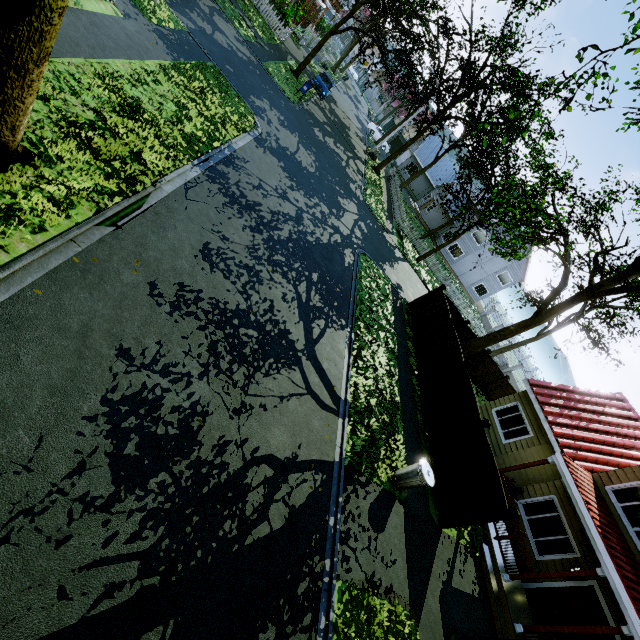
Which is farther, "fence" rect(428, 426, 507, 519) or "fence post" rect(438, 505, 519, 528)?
"fence" rect(428, 426, 507, 519)

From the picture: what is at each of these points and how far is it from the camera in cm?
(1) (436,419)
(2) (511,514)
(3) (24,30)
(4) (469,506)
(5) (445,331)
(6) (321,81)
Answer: (1) fence, 1218
(2) fence post, 862
(3) tree, 353
(4) fence, 948
(5) fence, 1500
(6) car, 2641

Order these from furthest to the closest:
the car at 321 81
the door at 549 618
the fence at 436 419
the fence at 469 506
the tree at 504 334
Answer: the car at 321 81 < the tree at 504 334 < the fence at 436 419 < the door at 549 618 < the fence at 469 506

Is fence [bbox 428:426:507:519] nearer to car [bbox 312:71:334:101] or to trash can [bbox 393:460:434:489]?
trash can [bbox 393:460:434:489]

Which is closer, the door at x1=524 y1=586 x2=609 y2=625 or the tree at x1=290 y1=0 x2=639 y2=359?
the door at x1=524 y1=586 x2=609 y2=625

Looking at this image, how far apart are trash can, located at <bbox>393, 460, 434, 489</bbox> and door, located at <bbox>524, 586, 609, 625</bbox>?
6.89m

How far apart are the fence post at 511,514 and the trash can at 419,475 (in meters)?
1.86

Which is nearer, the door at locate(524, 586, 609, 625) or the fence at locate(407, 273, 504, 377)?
the door at locate(524, 586, 609, 625)
